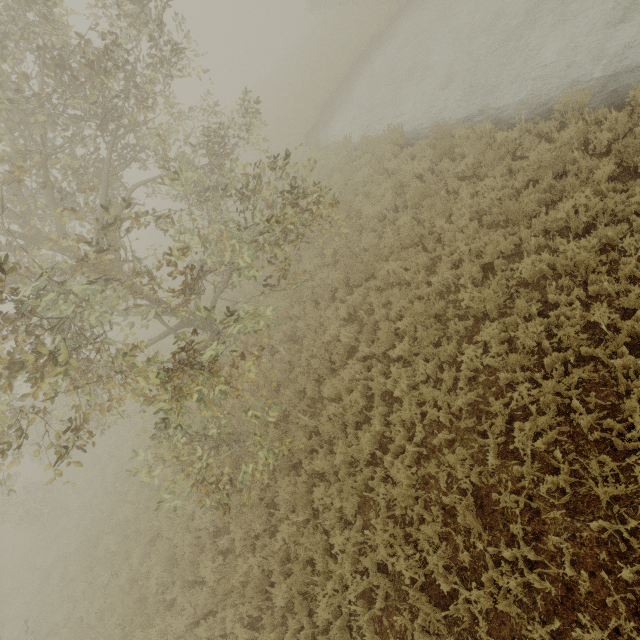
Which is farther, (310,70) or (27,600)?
(310,70)
